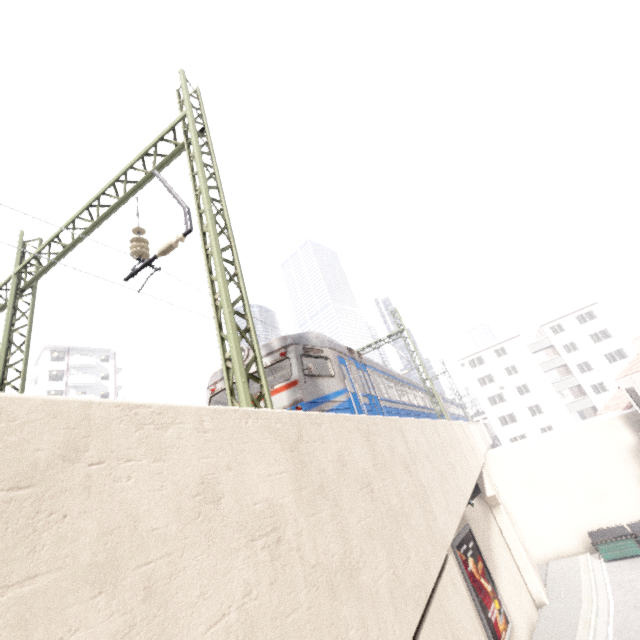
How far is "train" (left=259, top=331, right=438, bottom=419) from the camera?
8.09m

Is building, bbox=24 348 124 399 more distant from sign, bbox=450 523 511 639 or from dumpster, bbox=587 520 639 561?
dumpster, bbox=587 520 639 561

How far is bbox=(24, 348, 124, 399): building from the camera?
44.44m

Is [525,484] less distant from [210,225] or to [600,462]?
[600,462]

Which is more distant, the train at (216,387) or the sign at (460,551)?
the sign at (460,551)

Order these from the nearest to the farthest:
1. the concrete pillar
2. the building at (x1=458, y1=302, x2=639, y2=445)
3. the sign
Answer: the concrete pillar → the sign → the building at (x1=458, y1=302, x2=639, y2=445)

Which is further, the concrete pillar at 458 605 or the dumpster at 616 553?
the dumpster at 616 553

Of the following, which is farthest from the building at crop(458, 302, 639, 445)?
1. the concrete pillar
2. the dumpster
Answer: the concrete pillar
